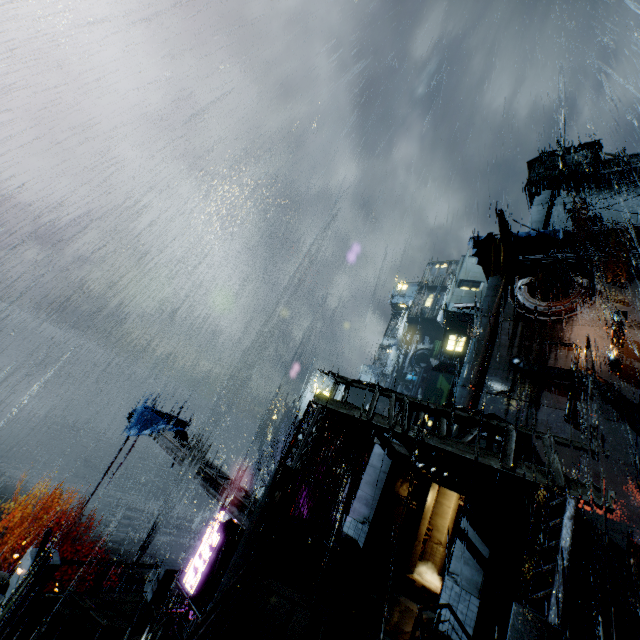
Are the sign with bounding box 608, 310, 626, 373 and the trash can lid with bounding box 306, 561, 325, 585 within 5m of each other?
no

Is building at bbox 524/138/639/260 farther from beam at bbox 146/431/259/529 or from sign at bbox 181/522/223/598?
sign at bbox 181/522/223/598

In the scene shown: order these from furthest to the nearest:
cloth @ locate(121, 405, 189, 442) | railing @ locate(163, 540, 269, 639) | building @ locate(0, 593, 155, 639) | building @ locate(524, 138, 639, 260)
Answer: building @ locate(524, 138, 639, 260) < cloth @ locate(121, 405, 189, 442) < building @ locate(0, 593, 155, 639) < railing @ locate(163, 540, 269, 639)

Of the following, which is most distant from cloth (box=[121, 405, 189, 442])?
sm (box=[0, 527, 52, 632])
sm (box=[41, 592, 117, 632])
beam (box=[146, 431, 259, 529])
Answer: sm (box=[0, 527, 52, 632])

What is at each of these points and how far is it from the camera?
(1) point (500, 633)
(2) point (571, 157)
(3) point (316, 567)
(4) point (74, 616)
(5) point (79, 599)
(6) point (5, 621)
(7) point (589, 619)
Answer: (1) stairs, 14.80m
(2) building, 48.44m
(3) trash can lid, 11.82m
(4) building, 10.44m
(5) sm, 10.96m
(6) sm, 8.85m
(7) stairs, 16.62m

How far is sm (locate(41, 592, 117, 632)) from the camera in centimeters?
1057cm

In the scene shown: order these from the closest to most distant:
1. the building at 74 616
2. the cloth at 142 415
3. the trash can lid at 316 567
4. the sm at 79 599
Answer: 1. the building at 74 616
2. the sm at 79 599
3. the trash can lid at 316 567
4. the cloth at 142 415

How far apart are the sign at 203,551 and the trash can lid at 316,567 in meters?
7.7 m
